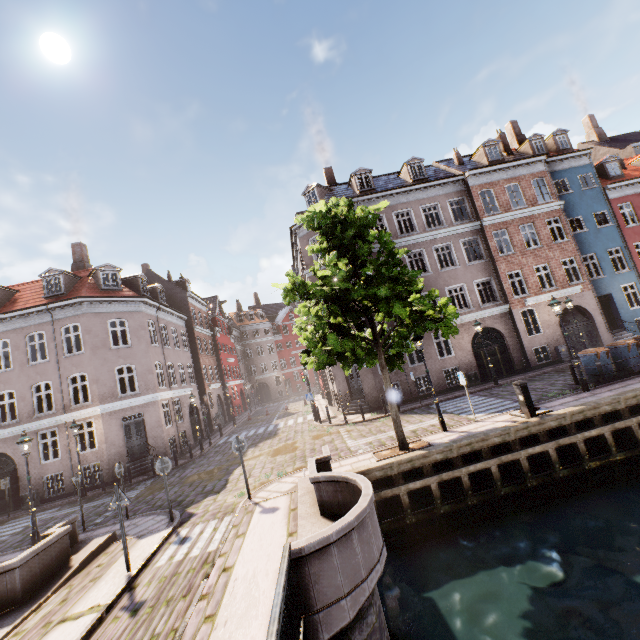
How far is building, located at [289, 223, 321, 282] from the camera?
23.0 meters

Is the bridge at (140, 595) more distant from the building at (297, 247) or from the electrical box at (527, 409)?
the building at (297, 247)

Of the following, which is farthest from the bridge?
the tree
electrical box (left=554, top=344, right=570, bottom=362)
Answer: electrical box (left=554, top=344, right=570, bottom=362)

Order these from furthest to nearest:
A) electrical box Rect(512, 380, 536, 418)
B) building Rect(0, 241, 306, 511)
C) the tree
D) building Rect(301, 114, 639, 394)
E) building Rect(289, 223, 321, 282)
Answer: building Rect(289, 223, 321, 282) < building Rect(301, 114, 639, 394) < building Rect(0, 241, 306, 511) < electrical box Rect(512, 380, 536, 418) < the tree

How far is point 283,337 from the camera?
58.7 meters

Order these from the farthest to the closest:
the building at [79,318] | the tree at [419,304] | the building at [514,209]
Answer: the building at [514,209], the building at [79,318], the tree at [419,304]

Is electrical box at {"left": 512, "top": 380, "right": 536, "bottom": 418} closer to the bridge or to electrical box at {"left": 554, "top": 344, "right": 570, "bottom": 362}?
the bridge

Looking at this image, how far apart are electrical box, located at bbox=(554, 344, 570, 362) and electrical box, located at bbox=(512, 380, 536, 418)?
11.9m
